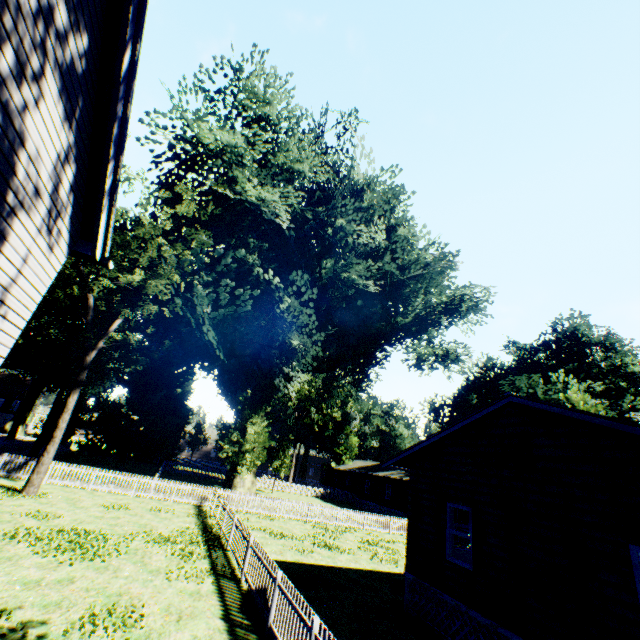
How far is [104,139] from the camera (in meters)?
5.53

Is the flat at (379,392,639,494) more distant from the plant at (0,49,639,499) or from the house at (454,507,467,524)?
the house at (454,507,467,524)

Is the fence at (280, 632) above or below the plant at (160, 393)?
below

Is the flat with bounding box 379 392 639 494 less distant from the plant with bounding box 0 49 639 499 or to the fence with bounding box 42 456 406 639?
the fence with bounding box 42 456 406 639

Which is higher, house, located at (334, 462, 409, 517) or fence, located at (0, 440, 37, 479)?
house, located at (334, 462, 409, 517)

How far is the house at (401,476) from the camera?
36.8 meters

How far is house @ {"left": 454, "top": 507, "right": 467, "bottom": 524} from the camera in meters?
28.4

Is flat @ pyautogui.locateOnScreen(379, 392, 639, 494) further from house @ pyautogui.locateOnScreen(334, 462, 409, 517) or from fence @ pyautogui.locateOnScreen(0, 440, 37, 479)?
house @ pyautogui.locateOnScreen(334, 462, 409, 517)
